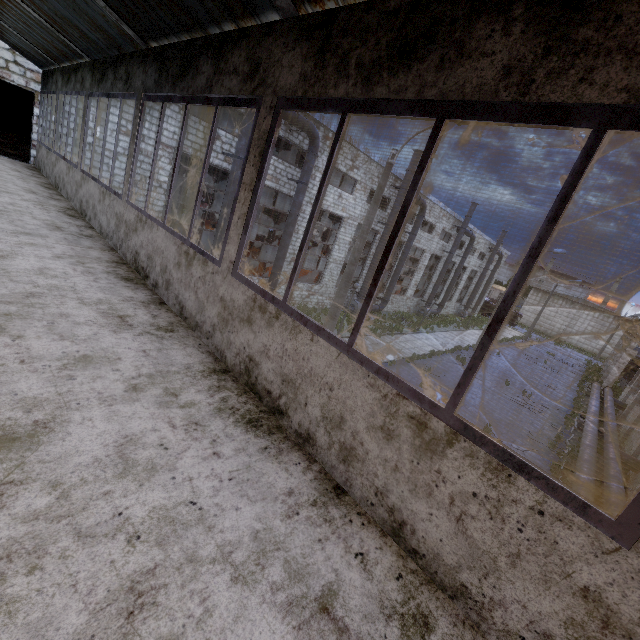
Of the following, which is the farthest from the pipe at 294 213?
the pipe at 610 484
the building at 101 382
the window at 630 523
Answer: the pipe at 610 484

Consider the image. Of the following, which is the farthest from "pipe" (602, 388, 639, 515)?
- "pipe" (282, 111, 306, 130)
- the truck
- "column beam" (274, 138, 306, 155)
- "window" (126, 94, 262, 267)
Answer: the truck

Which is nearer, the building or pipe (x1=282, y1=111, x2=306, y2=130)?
the building

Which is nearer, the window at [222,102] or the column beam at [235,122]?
the window at [222,102]

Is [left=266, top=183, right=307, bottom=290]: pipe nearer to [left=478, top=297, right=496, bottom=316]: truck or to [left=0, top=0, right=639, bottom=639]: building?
[left=0, top=0, right=639, bottom=639]: building

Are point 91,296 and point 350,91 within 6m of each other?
yes

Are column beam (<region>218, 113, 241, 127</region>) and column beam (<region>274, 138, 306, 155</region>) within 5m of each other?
yes

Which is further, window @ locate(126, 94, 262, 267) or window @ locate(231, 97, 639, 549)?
window @ locate(126, 94, 262, 267)
